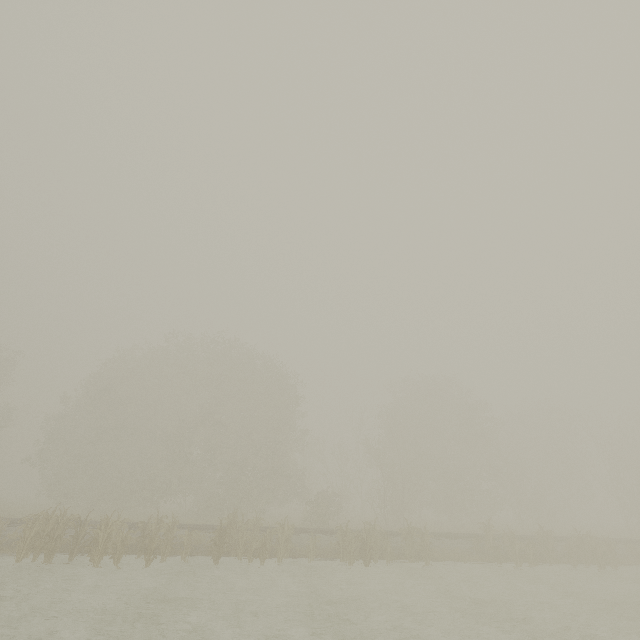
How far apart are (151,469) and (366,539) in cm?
2452
